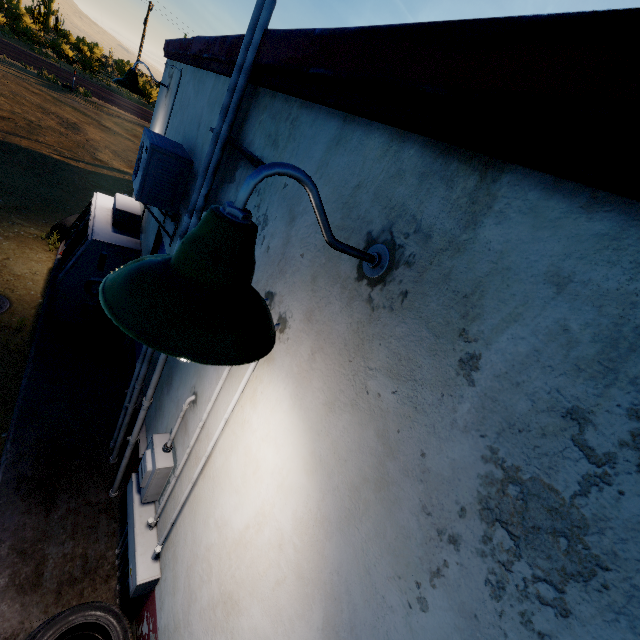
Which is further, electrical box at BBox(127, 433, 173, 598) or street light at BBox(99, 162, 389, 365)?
electrical box at BBox(127, 433, 173, 598)

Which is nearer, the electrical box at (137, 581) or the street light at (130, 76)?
the electrical box at (137, 581)

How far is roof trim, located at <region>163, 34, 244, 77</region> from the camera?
2.5 meters

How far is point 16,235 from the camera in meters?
6.3 m

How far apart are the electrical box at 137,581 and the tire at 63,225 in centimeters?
574cm

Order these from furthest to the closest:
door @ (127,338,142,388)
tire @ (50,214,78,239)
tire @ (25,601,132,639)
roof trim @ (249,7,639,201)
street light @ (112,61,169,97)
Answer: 1. tire @ (50,214,78,239)
2. street light @ (112,61,169,97)
3. door @ (127,338,142,388)
4. tire @ (25,601,132,639)
5. roof trim @ (249,7,639,201)

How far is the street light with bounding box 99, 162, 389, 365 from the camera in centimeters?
69cm

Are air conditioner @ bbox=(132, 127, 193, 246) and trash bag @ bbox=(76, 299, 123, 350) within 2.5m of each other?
yes
